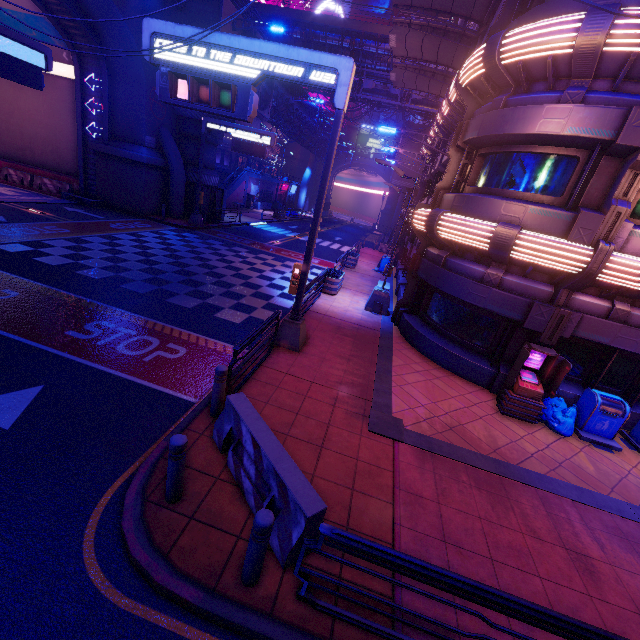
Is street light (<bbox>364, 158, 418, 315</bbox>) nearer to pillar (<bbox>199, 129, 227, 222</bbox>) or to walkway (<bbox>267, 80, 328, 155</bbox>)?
walkway (<bbox>267, 80, 328, 155</bbox>)

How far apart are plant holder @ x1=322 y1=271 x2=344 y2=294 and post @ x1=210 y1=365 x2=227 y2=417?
9.82m

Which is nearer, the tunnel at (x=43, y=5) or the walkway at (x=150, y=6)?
the tunnel at (x=43, y=5)

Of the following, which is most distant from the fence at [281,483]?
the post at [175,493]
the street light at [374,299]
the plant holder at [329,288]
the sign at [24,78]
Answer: the sign at [24,78]

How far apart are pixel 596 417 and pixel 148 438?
10.81m

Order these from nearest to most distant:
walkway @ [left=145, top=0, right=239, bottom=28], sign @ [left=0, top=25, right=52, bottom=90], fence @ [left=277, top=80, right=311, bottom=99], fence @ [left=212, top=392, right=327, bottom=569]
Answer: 1. fence @ [left=212, top=392, right=327, bottom=569]
2. sign @ [left=0, top=25, right=52, bottom=90]
3. walkway @ [left=145, top=0, right=239, bottom=28]
4. fence @ [left=277, top=80, right=311, bottom=99]

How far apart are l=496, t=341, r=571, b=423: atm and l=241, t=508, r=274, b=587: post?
7.46m

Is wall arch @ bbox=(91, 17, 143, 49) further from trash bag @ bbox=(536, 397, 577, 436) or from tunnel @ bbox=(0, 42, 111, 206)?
Result: trash bag @ bbox=(536, 397, 577, 436)
